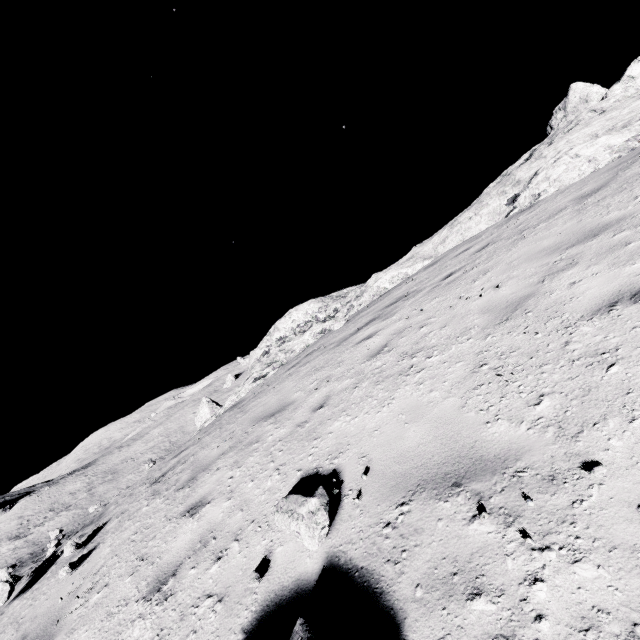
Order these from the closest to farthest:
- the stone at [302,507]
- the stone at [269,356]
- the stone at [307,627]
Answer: the stone at [307,627] < the stone at [302,507] < the stone at [269,356]

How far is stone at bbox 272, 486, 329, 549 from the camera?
2.6 meters

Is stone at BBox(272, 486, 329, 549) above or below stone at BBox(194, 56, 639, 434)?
below

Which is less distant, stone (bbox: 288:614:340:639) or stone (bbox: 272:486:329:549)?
stone (bbox: 288:614:340:639)

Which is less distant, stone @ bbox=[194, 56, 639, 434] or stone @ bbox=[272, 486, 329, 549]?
stone @ bbox=[272, 486, 329, 549]

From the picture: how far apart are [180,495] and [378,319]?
5.25m

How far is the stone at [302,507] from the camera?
2.64m

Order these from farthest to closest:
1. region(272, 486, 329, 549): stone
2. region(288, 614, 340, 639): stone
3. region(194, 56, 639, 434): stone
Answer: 1. region(194, 56, 639, 434): stone
2. region(272, 486, 329, 549): stone
3. region(288, 614, 340, 639): stone
